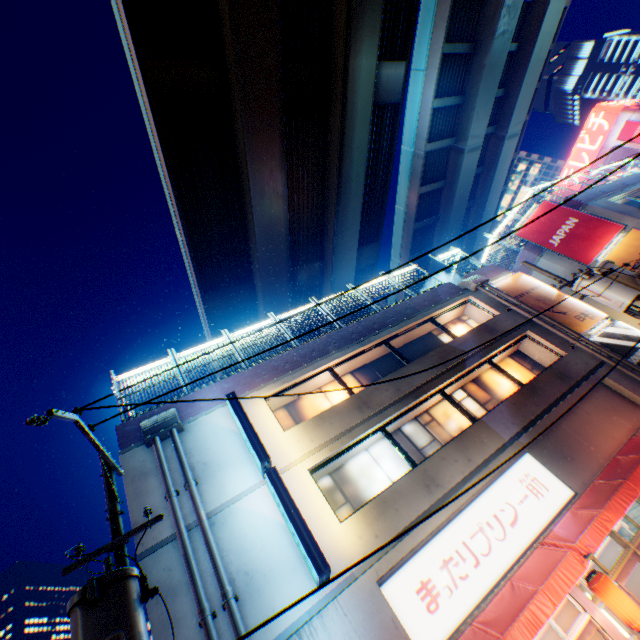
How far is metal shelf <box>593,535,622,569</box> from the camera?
9.0m

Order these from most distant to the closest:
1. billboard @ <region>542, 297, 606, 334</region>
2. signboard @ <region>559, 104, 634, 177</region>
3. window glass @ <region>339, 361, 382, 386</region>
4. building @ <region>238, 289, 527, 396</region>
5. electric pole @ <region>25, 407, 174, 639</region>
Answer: signboard @ <region>559, 104, 634, 177</region>
billboard @ <region>542, 297, 606, 334</region>
window glass @ <region>339, 361, 382, 386</region>
building @ <region>238, 289, 527, 396</region>
electric pole @ <region>25, 407, 174, 639</region>

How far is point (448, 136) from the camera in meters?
27.4 m

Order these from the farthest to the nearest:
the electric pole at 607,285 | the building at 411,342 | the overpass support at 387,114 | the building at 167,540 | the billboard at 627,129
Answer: the billboard at 627,129
the overpass support at 387,114
the building at 411,342
the electric pole at 607,285
the building at 167,540

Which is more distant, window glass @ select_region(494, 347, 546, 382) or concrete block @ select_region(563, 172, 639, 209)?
concrete block @ select_region(563, 172, 639, 209)

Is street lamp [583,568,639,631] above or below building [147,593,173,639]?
below

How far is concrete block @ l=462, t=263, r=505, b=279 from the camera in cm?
1728

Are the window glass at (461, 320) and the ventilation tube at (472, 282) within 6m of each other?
yes
